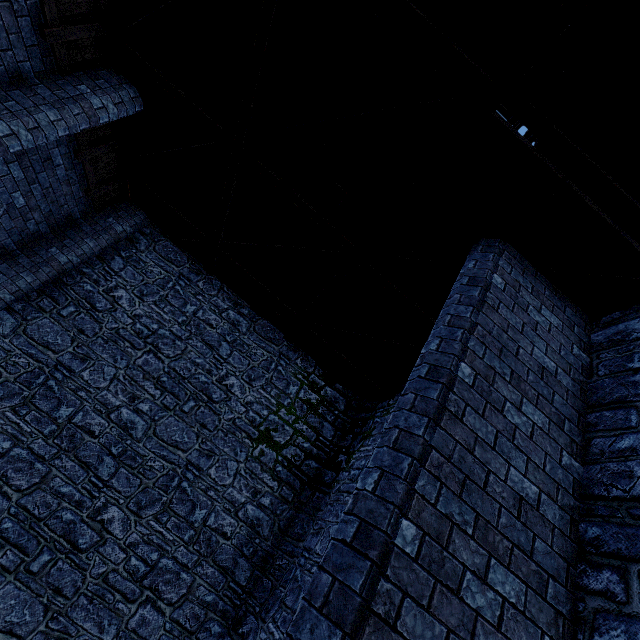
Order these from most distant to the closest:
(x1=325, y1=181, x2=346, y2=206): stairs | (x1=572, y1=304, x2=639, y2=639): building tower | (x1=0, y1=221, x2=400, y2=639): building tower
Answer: (x1=0, y1=221, x2=400, y2=639): building tower, (x1=325, y1=181, x2=346, y2=206): stairs, (x1=572, y1=304, x2=639, y2=639): building tower

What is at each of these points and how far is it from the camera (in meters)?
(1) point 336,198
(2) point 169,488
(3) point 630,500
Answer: (1) stairs, 5.31
(2) building tower, 6.79
(3) building tower, 2.64

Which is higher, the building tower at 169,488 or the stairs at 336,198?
the stairs at 336,198

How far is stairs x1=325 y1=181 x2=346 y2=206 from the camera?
Result: 5.2m

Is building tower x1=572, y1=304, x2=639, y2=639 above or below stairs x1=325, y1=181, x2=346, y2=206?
below

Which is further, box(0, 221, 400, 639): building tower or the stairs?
box(0, 221, 400, 639): building tower
